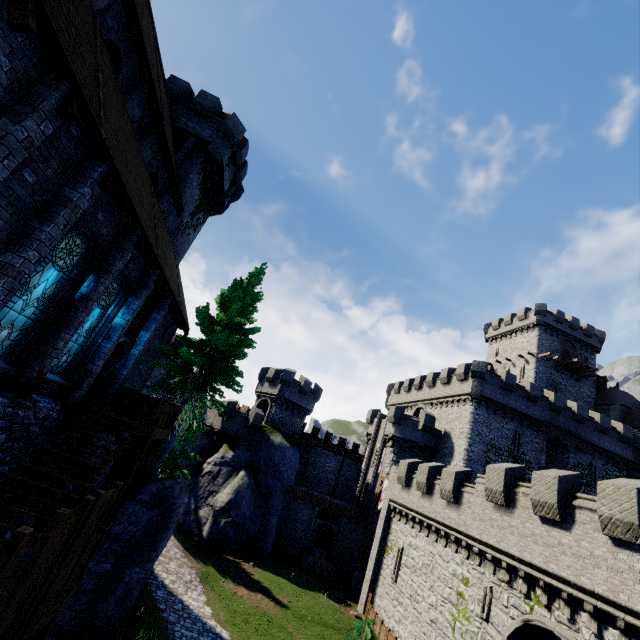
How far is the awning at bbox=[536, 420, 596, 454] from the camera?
31.92m

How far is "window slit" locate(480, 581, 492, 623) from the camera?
15.5m

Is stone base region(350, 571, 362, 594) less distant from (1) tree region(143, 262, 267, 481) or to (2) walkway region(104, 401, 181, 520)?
(1) tree region(143, 262, 267, 481)

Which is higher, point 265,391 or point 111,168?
point 265,391

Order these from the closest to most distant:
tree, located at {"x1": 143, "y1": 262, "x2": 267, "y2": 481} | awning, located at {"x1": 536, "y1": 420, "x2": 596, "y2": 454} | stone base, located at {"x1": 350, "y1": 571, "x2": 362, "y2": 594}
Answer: tree, located at {"x1": 143, "y1": 262, "x2": 267, "y2": 481} → stone base, located at {"x1": 350, "y1": 571, "x2": 362, "y2": 594} → awning, located at {"x1": 536, "y1": 420, "x2": 596, "y2": 454}

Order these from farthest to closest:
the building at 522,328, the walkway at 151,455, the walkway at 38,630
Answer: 1. the building at 522,328
2. the walkway at 151,455
3. the walkway at 38,630

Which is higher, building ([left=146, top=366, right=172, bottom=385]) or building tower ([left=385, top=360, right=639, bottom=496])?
building tower ([left=385, top=360, right=639, bottom=496])

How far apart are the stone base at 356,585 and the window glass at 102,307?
29.9 meters
